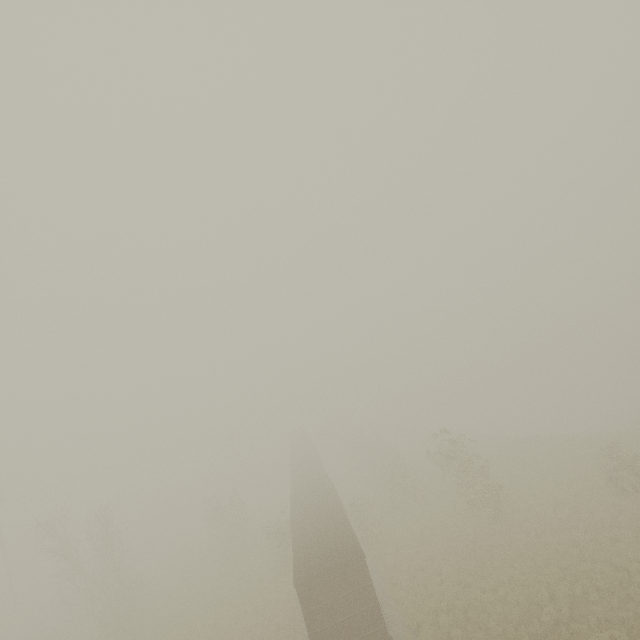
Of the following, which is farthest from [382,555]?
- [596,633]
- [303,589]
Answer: [596,633]
